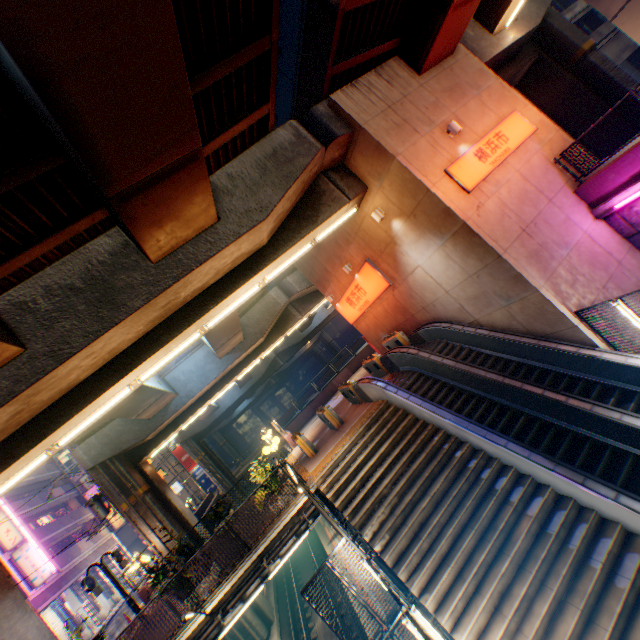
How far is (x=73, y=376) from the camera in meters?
7.9 m

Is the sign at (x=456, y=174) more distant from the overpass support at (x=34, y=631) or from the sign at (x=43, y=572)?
the sign at (x=43, y=572)

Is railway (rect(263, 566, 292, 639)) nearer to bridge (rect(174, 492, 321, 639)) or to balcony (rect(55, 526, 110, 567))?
bridge (rect(174, 492, 321, 639))

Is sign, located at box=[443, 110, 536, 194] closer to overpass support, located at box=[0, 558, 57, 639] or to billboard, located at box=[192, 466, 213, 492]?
overpass support, located at box=[0, 558, 57, 639]

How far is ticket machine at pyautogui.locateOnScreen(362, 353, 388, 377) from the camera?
16.1m

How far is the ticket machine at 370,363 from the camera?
16.1 meters

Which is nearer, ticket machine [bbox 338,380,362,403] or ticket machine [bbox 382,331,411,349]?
ticket machine [bbox 338,380,362,403]

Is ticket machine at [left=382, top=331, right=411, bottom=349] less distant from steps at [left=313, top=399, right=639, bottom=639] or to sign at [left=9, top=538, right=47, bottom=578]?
steps at [left=313, top=399, right=639, bottom=639]
